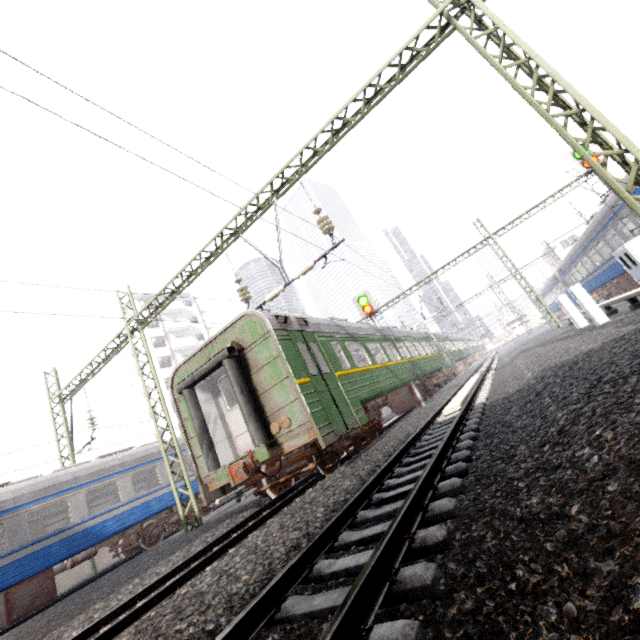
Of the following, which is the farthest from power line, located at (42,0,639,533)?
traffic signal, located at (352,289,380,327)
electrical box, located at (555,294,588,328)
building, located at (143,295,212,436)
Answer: building, located at (143,295,212,436)

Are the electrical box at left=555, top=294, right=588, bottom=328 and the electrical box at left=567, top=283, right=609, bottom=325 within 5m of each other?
yes

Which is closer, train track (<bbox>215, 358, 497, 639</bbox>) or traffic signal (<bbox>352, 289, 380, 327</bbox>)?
train track (<bbox>215, 358, 497, 639</bbox>)

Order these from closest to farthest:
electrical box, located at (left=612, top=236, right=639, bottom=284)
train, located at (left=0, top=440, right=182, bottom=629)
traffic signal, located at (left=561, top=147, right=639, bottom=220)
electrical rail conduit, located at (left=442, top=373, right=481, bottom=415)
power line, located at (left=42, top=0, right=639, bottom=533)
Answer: electrical box, located at (left=612, top=236, right=639, bottom=284)
power line, located at (left=42, top=0, right=639, bottom=533)
electrical rail conduit, located at (left=442, top=373, right=481, bottom=415)
train, located at (left=0, top=440, right=182, bottom=629)
traffic signal, located at (left=561, top=147, right=639, bottom=220)

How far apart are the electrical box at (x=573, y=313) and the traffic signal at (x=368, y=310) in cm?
644

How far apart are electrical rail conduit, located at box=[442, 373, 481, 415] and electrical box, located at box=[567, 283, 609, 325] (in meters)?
4.32

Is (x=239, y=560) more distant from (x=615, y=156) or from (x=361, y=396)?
(x=615, y=156)

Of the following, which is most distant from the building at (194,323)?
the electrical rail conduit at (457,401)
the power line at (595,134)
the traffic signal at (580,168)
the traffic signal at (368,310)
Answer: the traffic signal at (580,168)
